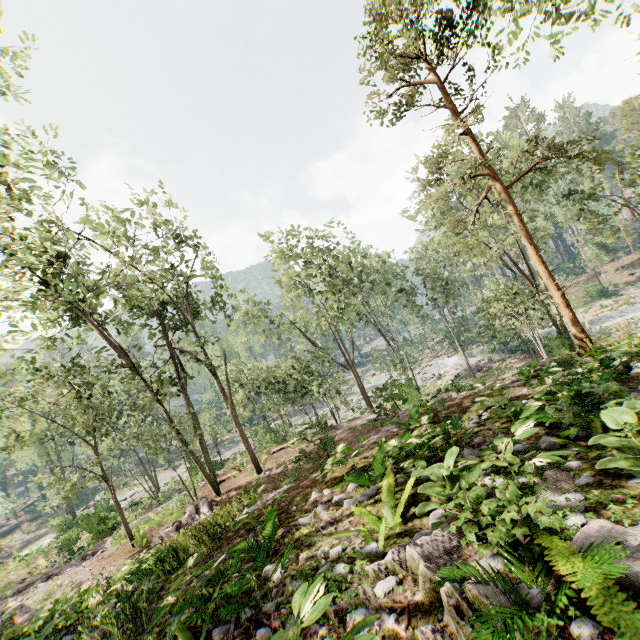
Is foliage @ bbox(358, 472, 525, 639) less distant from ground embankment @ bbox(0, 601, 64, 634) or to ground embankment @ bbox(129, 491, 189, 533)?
ground embankment @ bbox(0, 601, 64, 634)

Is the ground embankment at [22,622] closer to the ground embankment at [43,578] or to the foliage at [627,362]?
the foliage at [627,362]

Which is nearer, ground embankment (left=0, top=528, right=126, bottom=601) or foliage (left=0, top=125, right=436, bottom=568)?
foliage (left=0, top=125, right=436, bottom=568)

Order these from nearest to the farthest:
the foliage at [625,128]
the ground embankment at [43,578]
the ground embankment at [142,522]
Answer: the ground embankment at [43,578] → the ground embankment at [142,522] → the foliage at [625,128]

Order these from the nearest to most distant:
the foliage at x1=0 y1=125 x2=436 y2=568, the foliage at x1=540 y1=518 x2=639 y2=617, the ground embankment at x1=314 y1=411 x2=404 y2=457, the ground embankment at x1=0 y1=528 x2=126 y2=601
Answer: the foliage at x1=540 y1=518 x2=639 y2=617 < the ground embankment at x1=314 y1=411 x2=404 y2=457 < the foliage at x1=0 y1=125 x2=436 y2=568 < the ground embankment at x1=0 y1=528 x2=126 y2=601

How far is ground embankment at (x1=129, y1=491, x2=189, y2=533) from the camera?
18.5 meters

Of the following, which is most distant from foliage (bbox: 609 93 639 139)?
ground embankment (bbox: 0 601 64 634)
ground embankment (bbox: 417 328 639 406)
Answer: ground embankment (bbox: 417 328 639 406)

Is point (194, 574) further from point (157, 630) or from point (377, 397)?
point (377, 397)
